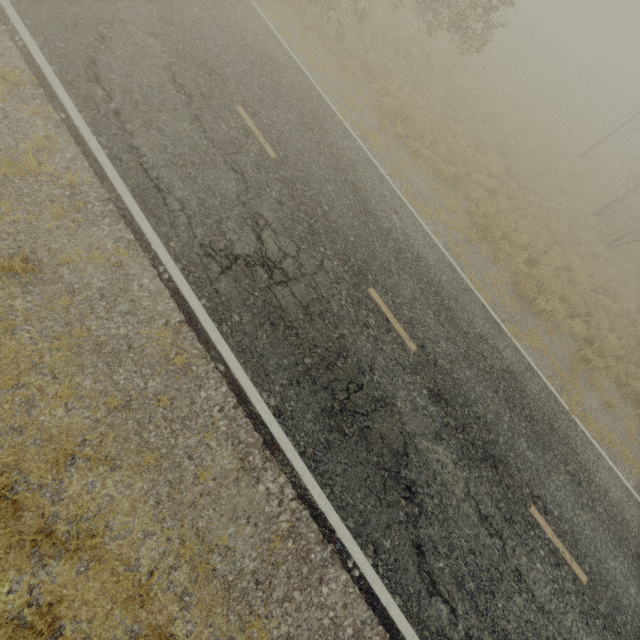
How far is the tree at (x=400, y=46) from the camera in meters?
13.6

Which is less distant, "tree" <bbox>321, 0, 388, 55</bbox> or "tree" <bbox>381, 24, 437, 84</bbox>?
"tree" <bbox>321, 0, 388, 55</bbox>

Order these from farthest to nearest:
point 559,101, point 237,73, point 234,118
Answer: point 559,101 → point 237,73 → point 234,118

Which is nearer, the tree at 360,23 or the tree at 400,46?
the tree at 360,23

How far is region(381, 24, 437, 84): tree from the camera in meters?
13.6 m
